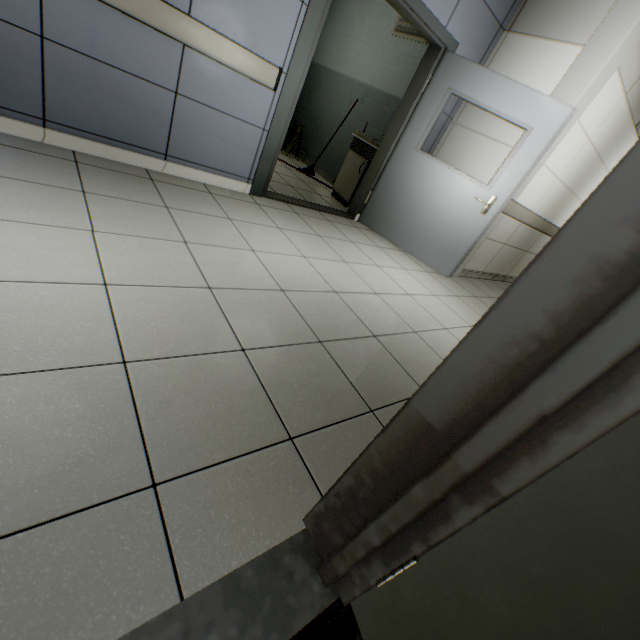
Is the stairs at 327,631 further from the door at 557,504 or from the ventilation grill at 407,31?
the ventilation grill at 407,31

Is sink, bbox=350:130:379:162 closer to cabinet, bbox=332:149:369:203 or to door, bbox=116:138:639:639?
cabinet, bbox=332:149:369:203

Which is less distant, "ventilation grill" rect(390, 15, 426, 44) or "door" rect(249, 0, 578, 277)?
"door" rect(249, 0, 578, 277)

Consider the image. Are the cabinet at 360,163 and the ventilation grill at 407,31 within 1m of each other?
no

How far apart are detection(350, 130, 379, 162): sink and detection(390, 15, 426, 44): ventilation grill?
1.5 meters

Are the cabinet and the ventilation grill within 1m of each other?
no

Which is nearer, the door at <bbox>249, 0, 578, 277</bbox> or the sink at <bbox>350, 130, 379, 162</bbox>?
the door at <bbox>249, 0, 578, 277</bbox>

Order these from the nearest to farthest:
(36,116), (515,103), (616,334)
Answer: (616,334), (36,116), (515,103)
